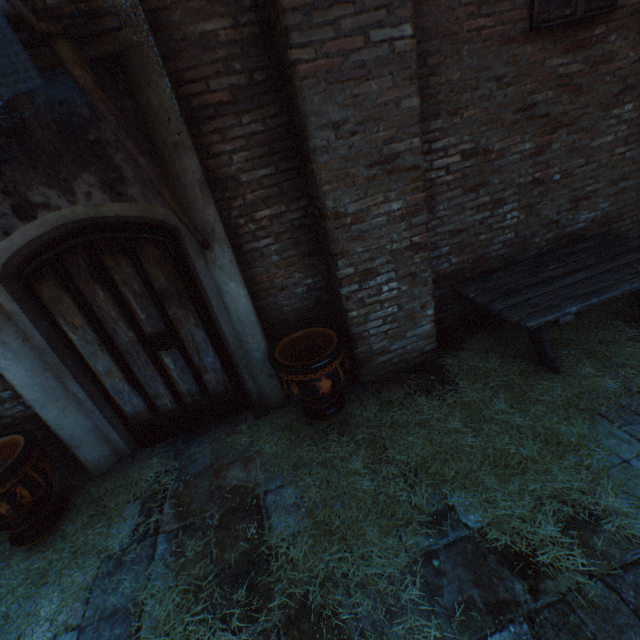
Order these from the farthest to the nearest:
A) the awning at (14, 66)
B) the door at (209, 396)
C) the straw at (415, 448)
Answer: the door at (209, 396) → the straw at (415, 448) → the awning at (14, 66)

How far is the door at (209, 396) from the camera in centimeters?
278cm

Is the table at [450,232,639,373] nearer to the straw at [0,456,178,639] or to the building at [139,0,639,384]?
the straw at [0,456,178,639]

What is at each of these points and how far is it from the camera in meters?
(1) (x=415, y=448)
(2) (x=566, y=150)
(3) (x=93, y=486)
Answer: (1) straw, 2.9
(2) building, 3.8
(3) straw, 3.4

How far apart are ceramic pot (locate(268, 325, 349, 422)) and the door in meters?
0.6

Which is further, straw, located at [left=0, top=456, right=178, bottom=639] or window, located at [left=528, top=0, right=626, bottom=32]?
window, located at [left=528, top=0, right=626, bottom=32]

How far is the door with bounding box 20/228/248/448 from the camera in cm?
278

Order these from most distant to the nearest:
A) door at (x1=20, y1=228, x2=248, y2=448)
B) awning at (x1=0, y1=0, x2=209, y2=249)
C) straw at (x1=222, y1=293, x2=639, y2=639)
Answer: door at (x1=20, y1=228, x2=248, y2=448) → straw at (x1=222, y1=293, x2=639, y2=639) → awning at (x1=0, y1=0, x2=209, y2=249)
